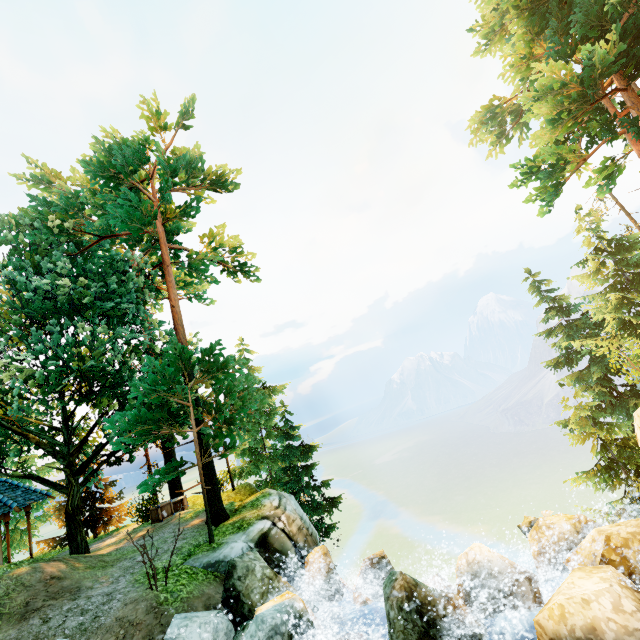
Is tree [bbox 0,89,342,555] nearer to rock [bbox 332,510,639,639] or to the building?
the building

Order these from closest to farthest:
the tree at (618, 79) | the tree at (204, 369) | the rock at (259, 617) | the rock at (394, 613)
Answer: the rock at (394, 613)
the rock at (259, 617)
the tree at (618, 79)
the tree at (204, 369)

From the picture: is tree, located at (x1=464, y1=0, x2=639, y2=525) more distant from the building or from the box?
the box

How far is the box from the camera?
16.5 meters

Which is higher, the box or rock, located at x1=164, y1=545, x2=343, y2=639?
the box

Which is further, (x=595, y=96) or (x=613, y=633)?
(x=595, y=96)

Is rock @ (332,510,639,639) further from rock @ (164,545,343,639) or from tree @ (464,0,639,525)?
tree @ (464,0,639,525)

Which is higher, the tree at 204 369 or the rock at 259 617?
the tree at 204 369
